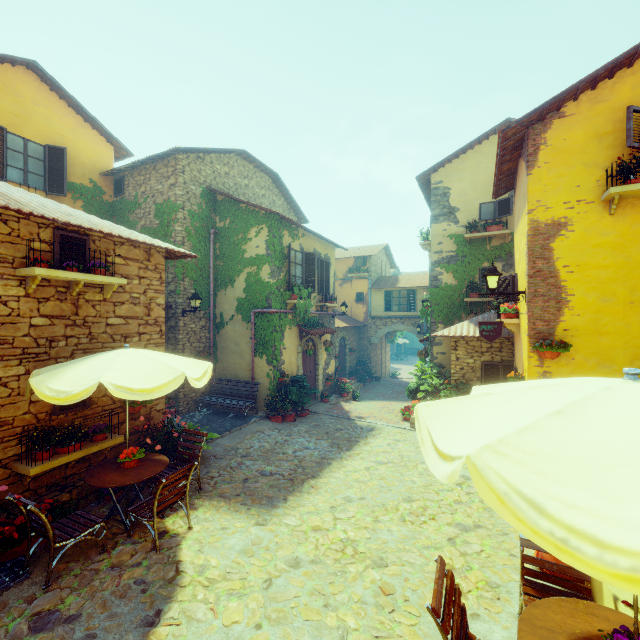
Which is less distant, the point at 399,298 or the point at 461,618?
the point at 461,618

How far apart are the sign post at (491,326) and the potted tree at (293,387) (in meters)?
6.20

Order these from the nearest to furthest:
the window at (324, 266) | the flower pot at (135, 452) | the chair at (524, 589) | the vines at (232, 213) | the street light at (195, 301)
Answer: the chair at (524, 589) < the flower pot at (135, 452) < the street light at (195, 301) < the vines at (232, 213) < the window at (324, 266)

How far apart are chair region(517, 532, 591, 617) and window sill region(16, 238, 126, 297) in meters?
7.2

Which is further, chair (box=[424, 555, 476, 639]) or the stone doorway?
the stone doorway

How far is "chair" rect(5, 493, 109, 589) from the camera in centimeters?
397cm

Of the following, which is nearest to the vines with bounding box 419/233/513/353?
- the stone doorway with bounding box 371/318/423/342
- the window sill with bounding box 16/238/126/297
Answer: the stone doorway with bounding box 371/318/423/342

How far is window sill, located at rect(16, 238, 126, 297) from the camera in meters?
5.0 m
